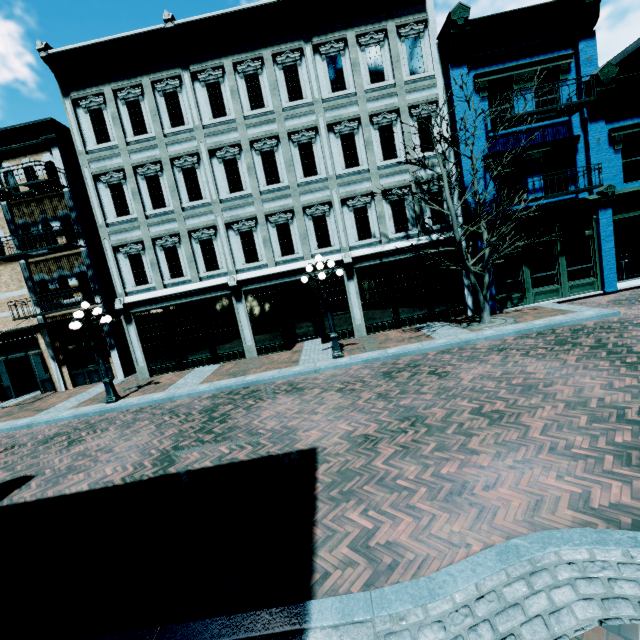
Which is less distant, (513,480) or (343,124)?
(513,480)

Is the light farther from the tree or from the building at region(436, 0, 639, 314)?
the building at region(436, 0, 639, 314)

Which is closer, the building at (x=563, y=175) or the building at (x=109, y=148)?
the building at (x=563, y=175)

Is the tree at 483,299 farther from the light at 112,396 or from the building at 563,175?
the light at 112,396

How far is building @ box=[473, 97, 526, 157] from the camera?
11.7m

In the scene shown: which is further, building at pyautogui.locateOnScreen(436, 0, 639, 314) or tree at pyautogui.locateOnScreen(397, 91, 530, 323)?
building at pyautogui.locateOnScreen(436, 0, 639, 314)

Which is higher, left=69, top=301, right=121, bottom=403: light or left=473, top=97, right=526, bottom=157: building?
left=473, top=97, right=526, bottom=157: building

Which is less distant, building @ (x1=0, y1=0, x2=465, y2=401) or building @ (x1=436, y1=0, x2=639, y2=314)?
building @ (x1=436, y1=0, x2=639, y2=314)
